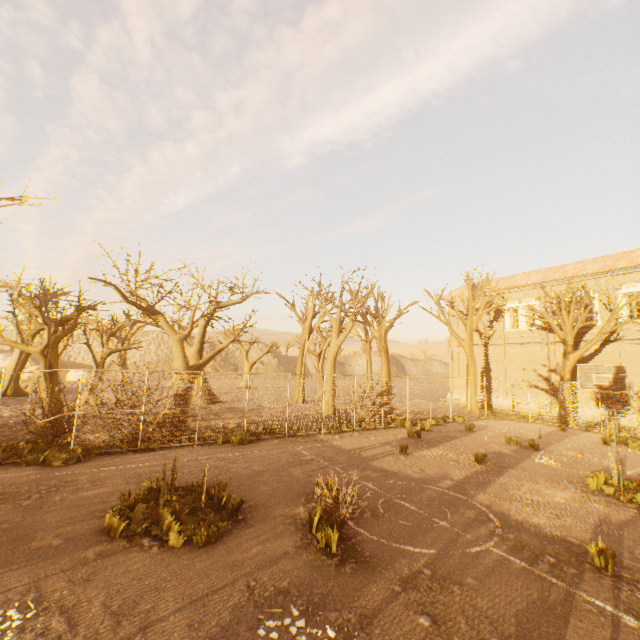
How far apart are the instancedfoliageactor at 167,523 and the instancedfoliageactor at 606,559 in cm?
778

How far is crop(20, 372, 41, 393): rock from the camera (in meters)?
27.44

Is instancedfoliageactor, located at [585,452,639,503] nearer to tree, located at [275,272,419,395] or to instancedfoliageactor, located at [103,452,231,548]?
tree, located at [275,272,419,395]

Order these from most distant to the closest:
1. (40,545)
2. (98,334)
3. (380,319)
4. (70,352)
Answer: (70,352) → (98,334) → (380,319) → (40,545)

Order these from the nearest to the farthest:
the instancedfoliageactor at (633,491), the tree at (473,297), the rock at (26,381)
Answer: the instancedfoliageactor at (633,491), the tree at (473,297), the rock at (26,381)

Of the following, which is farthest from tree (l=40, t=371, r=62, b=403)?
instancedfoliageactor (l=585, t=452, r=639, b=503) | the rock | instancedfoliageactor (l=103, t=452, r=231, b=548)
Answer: instancedfoliageactor (l=103, t=452, r=231, b=548)

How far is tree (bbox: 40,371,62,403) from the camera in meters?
14.3

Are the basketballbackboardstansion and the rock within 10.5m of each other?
no
